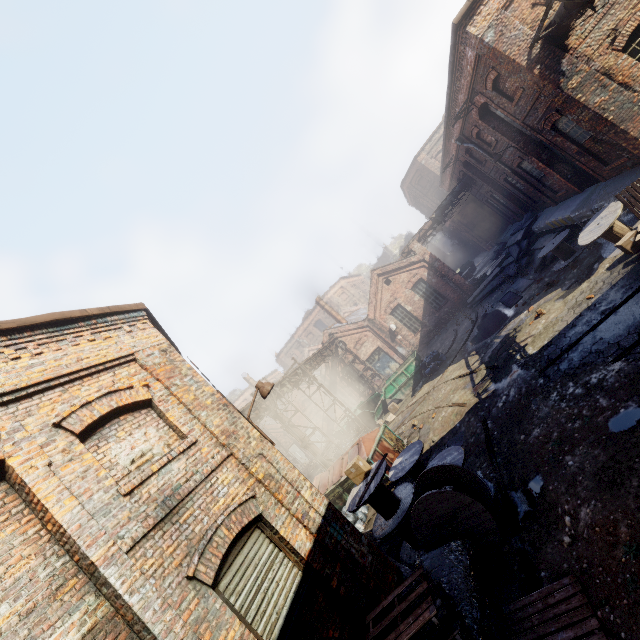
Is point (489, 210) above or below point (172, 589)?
below

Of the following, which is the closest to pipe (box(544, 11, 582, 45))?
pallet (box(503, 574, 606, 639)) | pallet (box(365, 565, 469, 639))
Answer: pallet (box(503, 574, 606, 639))

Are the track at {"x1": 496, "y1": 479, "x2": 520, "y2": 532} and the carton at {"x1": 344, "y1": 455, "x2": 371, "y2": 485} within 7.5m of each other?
Result: yes

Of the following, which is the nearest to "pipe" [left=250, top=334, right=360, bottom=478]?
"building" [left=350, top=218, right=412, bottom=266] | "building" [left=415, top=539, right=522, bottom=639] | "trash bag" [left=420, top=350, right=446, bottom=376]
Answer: "building" [left=415, top=539, right=522, bottom=639]

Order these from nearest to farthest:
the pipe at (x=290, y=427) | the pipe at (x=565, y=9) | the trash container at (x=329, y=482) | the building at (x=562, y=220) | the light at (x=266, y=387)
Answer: the light at (x=266, y=387), the pipe at (x=565, y=9), the building at (x=562, y=220), the trash container at (x=329, y=482), the pipe at (x=290, y=427)

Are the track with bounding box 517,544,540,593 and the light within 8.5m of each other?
yes

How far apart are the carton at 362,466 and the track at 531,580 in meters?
3.6 m

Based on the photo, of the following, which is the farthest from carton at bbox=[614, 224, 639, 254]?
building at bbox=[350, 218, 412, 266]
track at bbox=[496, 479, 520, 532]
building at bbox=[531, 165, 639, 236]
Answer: building at bbox=[350, 218, 412, 266]
